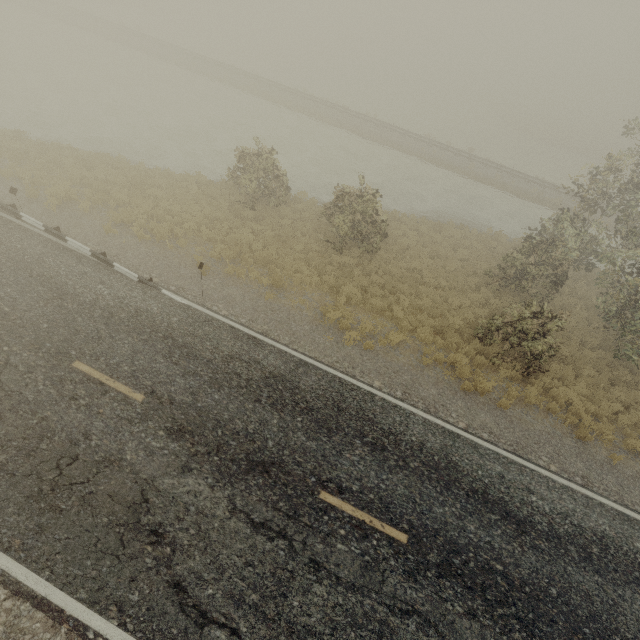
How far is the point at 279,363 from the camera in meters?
10.2
